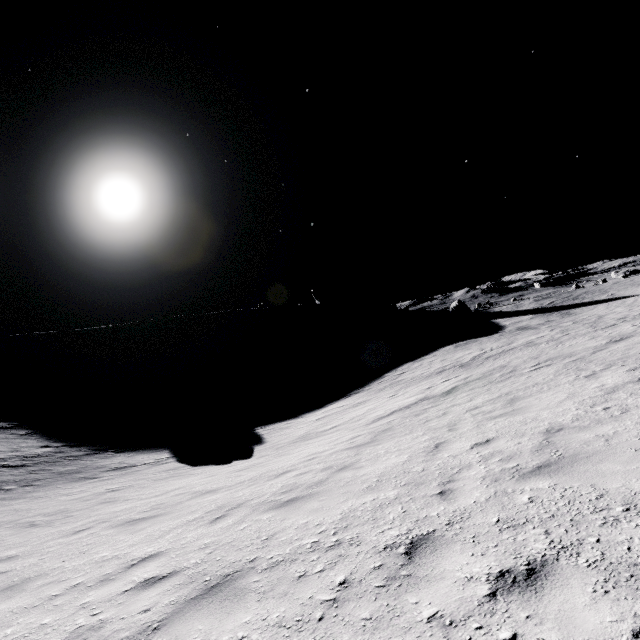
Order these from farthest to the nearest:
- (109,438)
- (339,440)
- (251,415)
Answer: (251,415)
(109,438)
(339,440)
